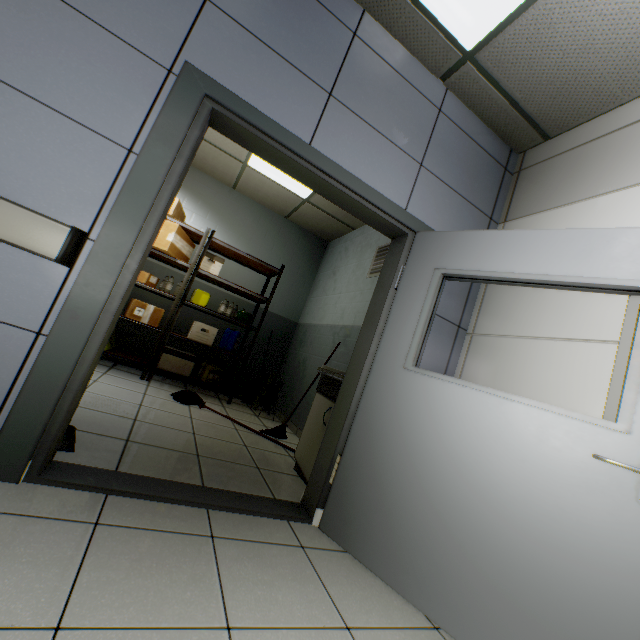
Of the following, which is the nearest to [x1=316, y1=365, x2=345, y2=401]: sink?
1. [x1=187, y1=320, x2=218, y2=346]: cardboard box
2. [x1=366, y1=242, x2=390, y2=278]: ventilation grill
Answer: [x1=366, y1=242, x2=390, y2=278]: ventilation grill

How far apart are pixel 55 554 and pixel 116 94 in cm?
199

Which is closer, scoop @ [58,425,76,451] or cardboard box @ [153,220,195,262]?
scoop @ [58,425,76,451]

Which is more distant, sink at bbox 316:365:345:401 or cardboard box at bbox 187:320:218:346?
cardboard box at bbox 187:320:218:346

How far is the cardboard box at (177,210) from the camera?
4.4 meters

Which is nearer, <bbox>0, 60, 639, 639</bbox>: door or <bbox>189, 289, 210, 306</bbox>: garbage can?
<bbox>0, 60, 639, 639</bbox>: door

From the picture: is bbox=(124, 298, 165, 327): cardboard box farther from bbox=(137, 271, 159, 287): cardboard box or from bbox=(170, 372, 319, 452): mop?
bbox=(170, 372, 319, 452): mop

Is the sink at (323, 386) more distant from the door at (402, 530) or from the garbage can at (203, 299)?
the garbage can at (203, 299)
